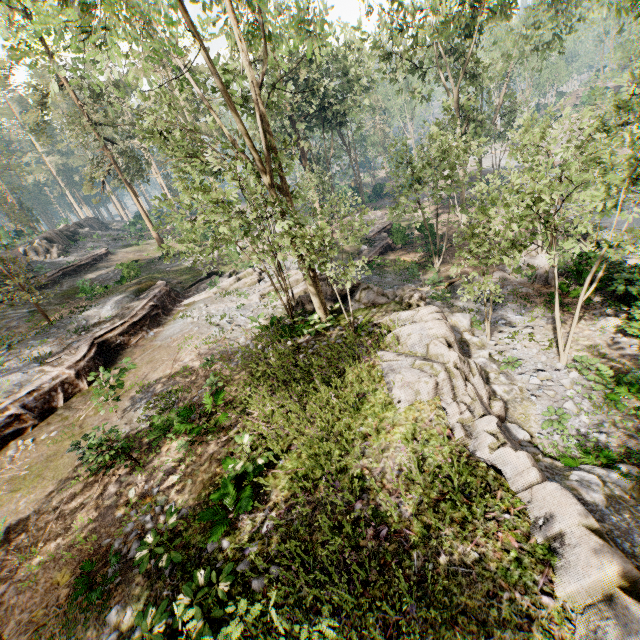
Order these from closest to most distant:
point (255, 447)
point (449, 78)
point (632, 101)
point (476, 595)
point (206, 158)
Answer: point (476, 595) < point (255, 447) < point (206, 158) < point (449, 78) < point (632, 101)

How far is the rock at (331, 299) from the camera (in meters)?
15.95

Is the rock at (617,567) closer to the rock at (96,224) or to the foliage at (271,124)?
the foliage at (271,124)

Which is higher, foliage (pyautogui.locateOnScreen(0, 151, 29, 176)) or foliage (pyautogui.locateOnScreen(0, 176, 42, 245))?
foliage (pyautogui.locateOnScreen(0, 151, 29, 176))

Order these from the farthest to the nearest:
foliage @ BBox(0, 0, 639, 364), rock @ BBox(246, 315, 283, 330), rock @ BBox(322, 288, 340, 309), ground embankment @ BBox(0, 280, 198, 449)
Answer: rock @ BBox(246, 315, 283, 330) < rock @ BBox(322, 288, 340, 309) < ground embankment @ BBox(0, 280, 198, 449) < foliage @ BBox(0, 0, 639, 364)

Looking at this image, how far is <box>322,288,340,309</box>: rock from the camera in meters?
15.9

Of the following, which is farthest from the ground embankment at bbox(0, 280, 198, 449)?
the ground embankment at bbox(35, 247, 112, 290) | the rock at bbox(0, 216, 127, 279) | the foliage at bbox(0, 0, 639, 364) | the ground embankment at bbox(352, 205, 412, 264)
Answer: the rock at bbox(0, 216, 127, 279)

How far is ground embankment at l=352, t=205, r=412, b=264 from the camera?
27.9m
